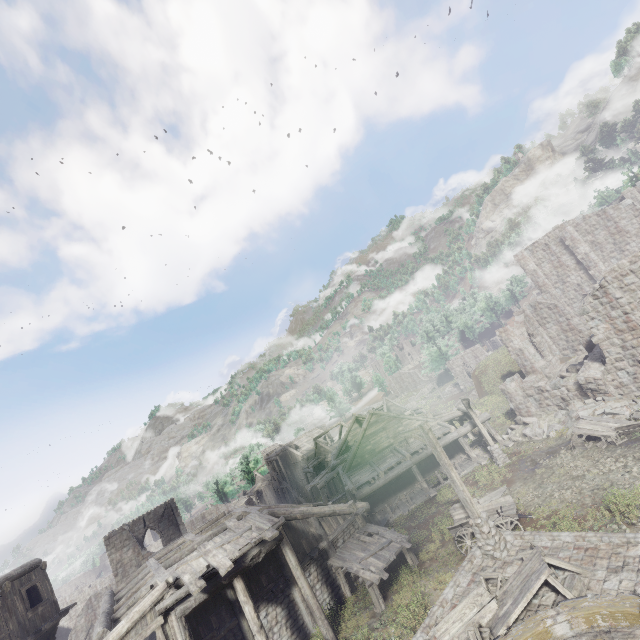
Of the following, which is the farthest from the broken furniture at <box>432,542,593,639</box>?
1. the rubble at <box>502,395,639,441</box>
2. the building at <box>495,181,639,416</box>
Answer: the rubble at <box>502,395,639,441</box>

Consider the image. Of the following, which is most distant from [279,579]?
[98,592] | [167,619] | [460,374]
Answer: [460,374]

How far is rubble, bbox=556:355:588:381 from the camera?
23.5m

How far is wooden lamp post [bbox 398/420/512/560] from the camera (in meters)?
10.82

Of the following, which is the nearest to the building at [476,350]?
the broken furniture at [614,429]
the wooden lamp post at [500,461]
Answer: the wooden lamp post at [500,461]

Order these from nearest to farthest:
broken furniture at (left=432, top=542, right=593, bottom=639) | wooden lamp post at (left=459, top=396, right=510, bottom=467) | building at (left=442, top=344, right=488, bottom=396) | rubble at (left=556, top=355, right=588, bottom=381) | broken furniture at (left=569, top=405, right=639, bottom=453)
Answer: broken furniture at (left=432, top=542, right=593, bottom=639), broken furniture at (left=569, top=405, right=639, bottom=453), wooden lamp post at (left=459, top=396, right=510, bottom=467), rubble at (left=556, top=355, right=588, bottom=381), building at (left=442, top=344, right=488, bottom=396)

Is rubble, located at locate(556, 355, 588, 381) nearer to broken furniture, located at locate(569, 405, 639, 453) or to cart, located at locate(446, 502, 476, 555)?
broken furniture, located at locate(569, 405, 639, 453)

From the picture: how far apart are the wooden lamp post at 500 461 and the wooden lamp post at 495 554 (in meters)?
9.47
